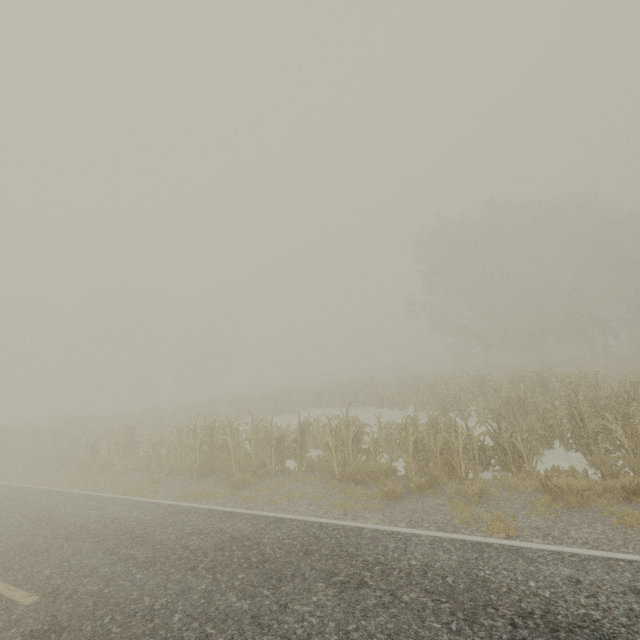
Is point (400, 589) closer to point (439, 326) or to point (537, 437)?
point (537, 437)
